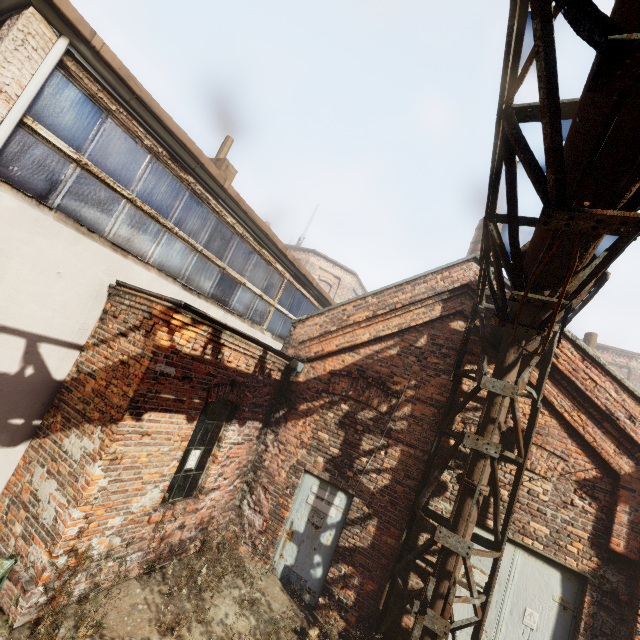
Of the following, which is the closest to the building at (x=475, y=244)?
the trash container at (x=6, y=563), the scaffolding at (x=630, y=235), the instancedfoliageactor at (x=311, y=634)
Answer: the scaffolding at (x=630, y=235)

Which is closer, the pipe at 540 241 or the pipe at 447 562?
the pipe at 540 241

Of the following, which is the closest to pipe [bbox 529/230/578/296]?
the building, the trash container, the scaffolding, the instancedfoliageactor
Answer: the scaffolding

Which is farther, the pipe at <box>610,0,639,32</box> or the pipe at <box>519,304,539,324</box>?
the pipe at <box>519,304,539,324</box>

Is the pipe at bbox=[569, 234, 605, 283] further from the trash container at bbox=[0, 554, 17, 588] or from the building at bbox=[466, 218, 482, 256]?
the building at bbox=[466, 218, 482, 256]

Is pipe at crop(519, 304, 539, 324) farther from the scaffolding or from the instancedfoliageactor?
the instancedfoliageactor

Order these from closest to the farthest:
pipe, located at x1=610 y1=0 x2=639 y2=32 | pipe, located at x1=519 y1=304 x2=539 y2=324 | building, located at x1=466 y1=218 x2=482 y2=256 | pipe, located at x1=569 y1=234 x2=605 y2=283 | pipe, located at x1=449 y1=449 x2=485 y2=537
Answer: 1. pipe, located at x1=610 y1=0 x2=639 y2=32
2. pipe, located at x1=569 y1=234 x2=605 y2=283
3. pipe, located at x1=519 y1=304 x2=539 y2=324
4. pipe, located at x1=449 y1=449 x2=485 y2=537
5. building, located at x1=466 y1=218 x2=482 y2=256

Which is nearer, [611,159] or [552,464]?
[611,159]
